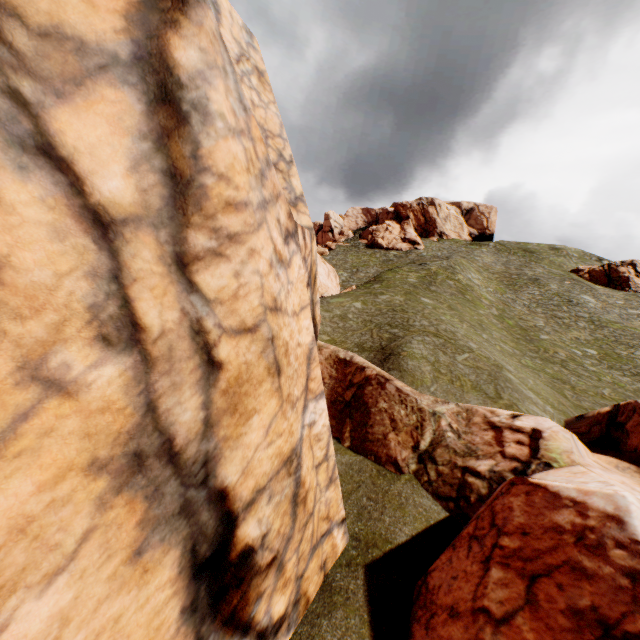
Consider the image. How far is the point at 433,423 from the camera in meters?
12.2

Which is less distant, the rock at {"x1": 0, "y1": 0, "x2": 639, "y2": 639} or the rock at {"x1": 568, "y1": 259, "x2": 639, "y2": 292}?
the rock at {"x1": 0, "y1": 0, "x2": 639, "y2": 639}

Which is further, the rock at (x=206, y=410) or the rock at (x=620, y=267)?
the rock at (x=620, y=267)

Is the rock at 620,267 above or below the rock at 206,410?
above

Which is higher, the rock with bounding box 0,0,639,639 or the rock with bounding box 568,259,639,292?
the rock with bounding box 568,259,639,292
